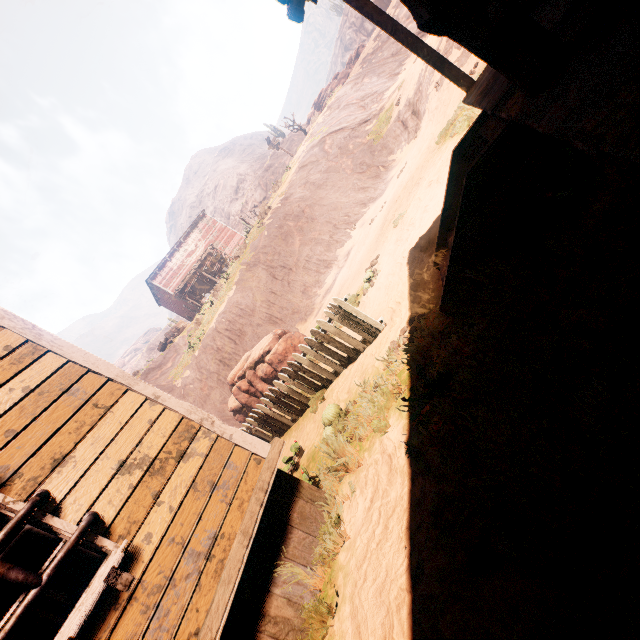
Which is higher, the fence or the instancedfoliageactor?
the instancedfoliageactor

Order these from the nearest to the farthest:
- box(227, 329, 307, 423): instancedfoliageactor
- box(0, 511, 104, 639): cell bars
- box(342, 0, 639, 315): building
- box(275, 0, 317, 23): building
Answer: box(342, 0, 639, 315): building
box(0, 511, 104, 639): cell bars
box(275, 0, 317, 23): building
box(227, 329, 307, 423): instancedfoliageactor

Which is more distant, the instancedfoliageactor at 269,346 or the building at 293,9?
the instancedfoliageactor at 269,346

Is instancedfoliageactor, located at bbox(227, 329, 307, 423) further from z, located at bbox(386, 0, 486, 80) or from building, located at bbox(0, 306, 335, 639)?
building, located at bbox(0, 306, 335, 639)

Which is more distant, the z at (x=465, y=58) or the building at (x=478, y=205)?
the z at (x=465, y=58)

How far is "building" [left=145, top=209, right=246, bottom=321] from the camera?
32.7 meters

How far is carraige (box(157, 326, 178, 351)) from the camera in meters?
27.5

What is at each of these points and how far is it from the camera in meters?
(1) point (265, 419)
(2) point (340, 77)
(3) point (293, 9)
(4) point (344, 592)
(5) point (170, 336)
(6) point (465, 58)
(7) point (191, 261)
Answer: (1) fence, 7.7
(2) rock, 38.2
(3) building, 4.3
(4) z, 2.8
(5) carraige, 28.2
(6) z, 11.3
(7) building, 34.3
